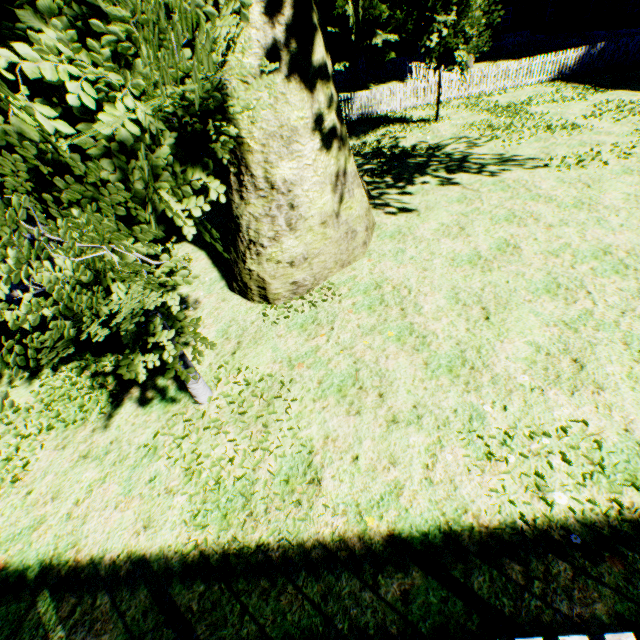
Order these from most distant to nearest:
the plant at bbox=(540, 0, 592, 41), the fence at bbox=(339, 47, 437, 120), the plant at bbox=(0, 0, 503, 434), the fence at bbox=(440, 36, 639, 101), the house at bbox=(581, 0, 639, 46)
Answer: the plant at bbox=(540, 0, 592, 41) < the house at bbox=(581, 0, 639, 46) < the fence at bbox=(339, 47, 437, 120) < the fence at bbox=(440, 36, 639, 101) < the plant at bbox=(0, 0, 503, 434)

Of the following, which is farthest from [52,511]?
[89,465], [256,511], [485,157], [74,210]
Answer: [485,157]

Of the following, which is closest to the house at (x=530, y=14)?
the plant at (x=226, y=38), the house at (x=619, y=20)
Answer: the plant at (x=226, y=38)

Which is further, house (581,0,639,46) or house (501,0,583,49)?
house (501,0,583,49)

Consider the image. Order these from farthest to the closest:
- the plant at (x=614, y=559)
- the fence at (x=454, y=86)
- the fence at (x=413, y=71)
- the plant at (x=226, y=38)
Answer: the fence at (x=413, y=71) < the fence at (x=454, y=86) < the plant at (x=614, y=559) < the plant at (x=226, y=38)

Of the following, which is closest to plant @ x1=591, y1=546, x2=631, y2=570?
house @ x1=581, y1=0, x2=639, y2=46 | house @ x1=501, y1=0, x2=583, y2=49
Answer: house @ x1=581, y1=0, x2=639, y2=46

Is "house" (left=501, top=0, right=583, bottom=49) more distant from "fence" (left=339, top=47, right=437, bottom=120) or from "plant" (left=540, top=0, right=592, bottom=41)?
"fence" (left=339, top=47, right=437, bottom=120)
